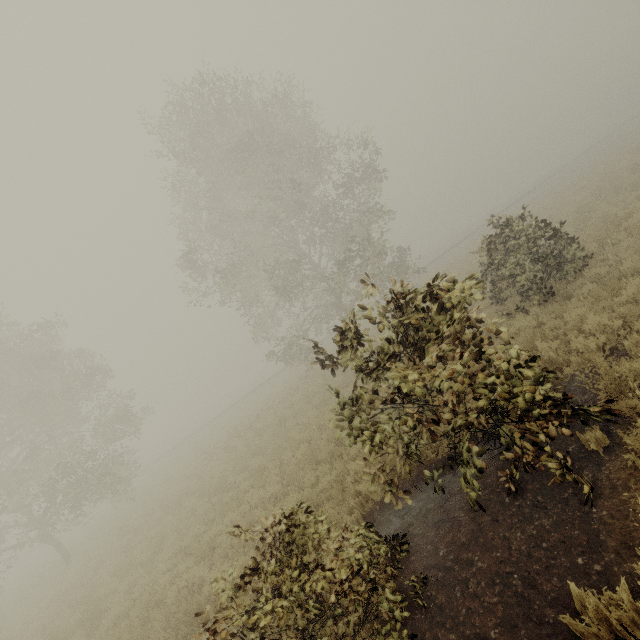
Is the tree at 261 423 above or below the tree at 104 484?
below

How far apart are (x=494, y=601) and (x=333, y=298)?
23.7m

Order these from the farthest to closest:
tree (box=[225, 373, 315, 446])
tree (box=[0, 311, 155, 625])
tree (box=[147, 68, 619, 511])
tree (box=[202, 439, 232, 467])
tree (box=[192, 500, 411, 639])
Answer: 1. tree (box=[225, 373, 315, 446])
2. tree (box=[202, 439, 232, 467])
3. tree (box=[0, 311, 155, 625])
4. tree (box=[147, 68, 619, 511])
5. tree (box=[192, 500, 411, 639])

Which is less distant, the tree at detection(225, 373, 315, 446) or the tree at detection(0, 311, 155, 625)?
the tree at detection(0, 311, 155, 625)

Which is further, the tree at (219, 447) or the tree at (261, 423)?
the tree at (261, 423)

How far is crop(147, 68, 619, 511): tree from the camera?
4.0 meters
